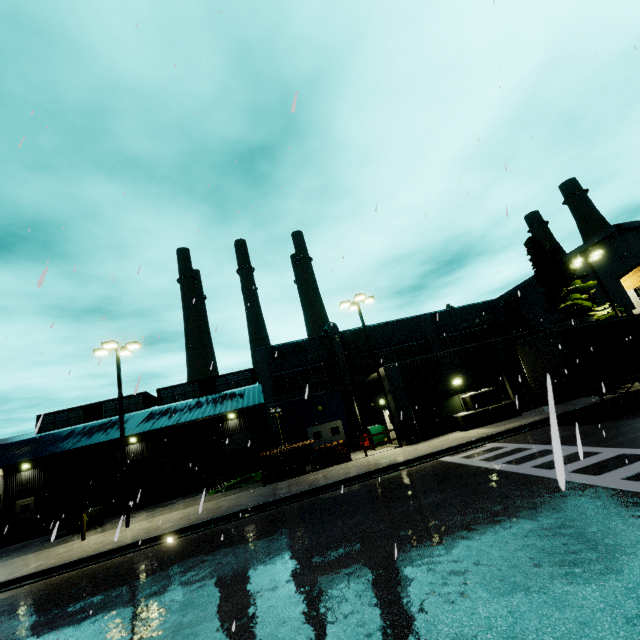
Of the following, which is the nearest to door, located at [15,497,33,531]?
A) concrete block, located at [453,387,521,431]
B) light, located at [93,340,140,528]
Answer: light, located at [93,340,140,528]

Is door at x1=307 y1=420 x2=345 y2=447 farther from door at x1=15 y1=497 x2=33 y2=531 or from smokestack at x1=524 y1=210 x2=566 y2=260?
door at x1=15 y1=497 x2=33 y2=531

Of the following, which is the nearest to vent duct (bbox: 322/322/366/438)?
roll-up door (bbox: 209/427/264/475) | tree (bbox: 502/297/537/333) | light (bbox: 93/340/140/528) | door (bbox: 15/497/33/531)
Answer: roll-up door (bbox: 209/427/264/475)

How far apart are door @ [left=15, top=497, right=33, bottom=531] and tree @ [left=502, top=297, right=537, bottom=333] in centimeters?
6085cm

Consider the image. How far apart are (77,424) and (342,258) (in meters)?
39.71

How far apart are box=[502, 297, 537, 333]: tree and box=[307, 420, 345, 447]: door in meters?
36.4 m

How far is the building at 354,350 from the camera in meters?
23.5 m

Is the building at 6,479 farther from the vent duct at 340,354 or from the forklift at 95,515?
the forklift at 95,515
